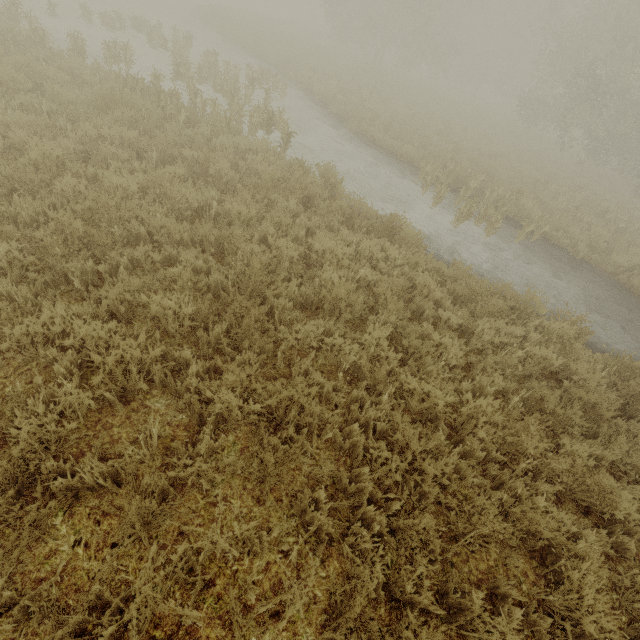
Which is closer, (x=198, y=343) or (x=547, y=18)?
(x=198, y=343)
